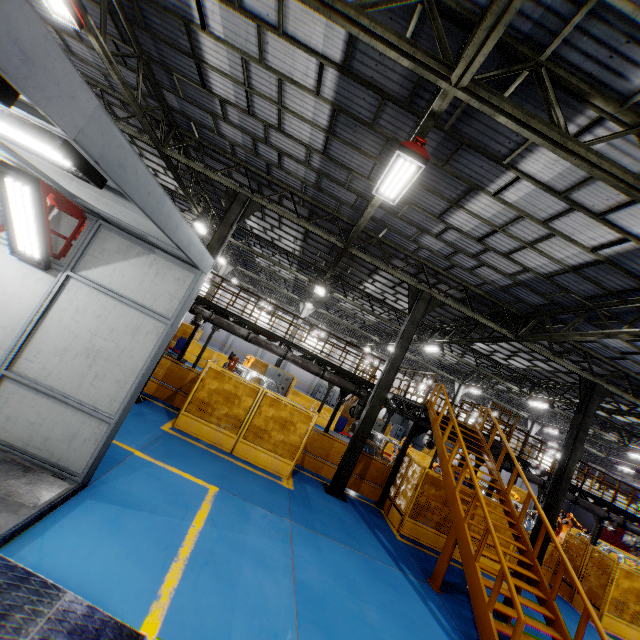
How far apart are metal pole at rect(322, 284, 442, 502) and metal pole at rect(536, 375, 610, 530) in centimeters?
637cm

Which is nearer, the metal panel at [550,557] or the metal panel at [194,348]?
the metal panel at [550,557]

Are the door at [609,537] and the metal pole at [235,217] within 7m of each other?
no

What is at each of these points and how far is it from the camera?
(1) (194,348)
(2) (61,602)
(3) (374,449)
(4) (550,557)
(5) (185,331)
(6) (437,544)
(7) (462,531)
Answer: (1) metal panel, 22.7m
(2) metal ramp, 3.5m
(3) chassis, 17.2m
(4) metal panel, 13.2m
(5) metal panel, 24.6m
(6) metal panel, 10.7m
(7) metal stair, 8.0m

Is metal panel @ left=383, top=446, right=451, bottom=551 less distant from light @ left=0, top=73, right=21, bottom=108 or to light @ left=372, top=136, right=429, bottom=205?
light @ left=372, top=136, right=429, bottom=205

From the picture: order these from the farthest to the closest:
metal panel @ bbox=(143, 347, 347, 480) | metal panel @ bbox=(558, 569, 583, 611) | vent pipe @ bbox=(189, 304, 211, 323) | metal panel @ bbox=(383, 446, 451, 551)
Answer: vent pipe @ bbox=(189, 304, 211, 323) → metal panel @ bbox=(558, 569, 583, 611) → metal panel @ bbox=(383, 446, 451, 551) → metal panel @ bbox=(143, 347, 347, 480)

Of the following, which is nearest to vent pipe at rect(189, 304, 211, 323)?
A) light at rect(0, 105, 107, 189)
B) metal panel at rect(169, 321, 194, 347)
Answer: metal panel at rect(169, 321, 194, 347)

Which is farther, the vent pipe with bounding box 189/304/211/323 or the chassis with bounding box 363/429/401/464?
the chassis with bounding box 363/429/401/464
